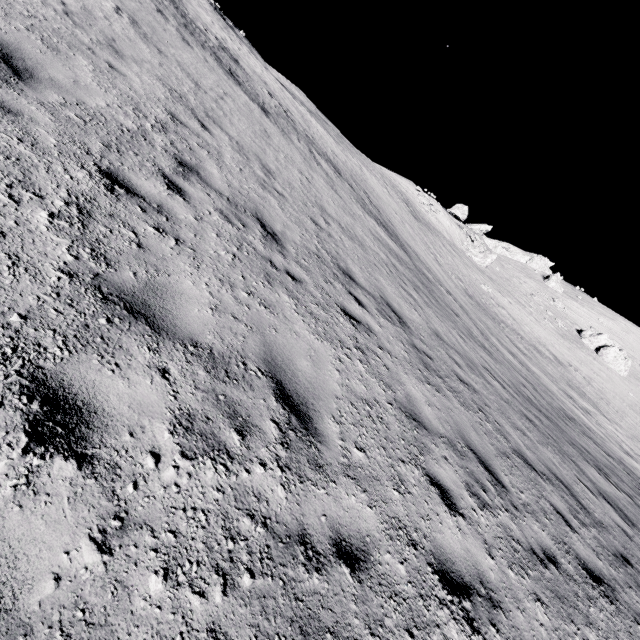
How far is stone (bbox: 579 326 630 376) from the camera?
42.53m

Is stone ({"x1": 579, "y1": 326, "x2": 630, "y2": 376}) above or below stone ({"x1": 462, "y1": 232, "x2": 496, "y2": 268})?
above

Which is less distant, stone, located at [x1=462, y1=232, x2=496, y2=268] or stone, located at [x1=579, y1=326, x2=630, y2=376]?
stone, located at [x1=579, y1=326, x2=630, y2=376]

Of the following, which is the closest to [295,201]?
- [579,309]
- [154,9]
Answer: [154,9]

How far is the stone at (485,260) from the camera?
45.9 meters

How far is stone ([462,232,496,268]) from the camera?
45.9m

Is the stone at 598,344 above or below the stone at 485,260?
above
